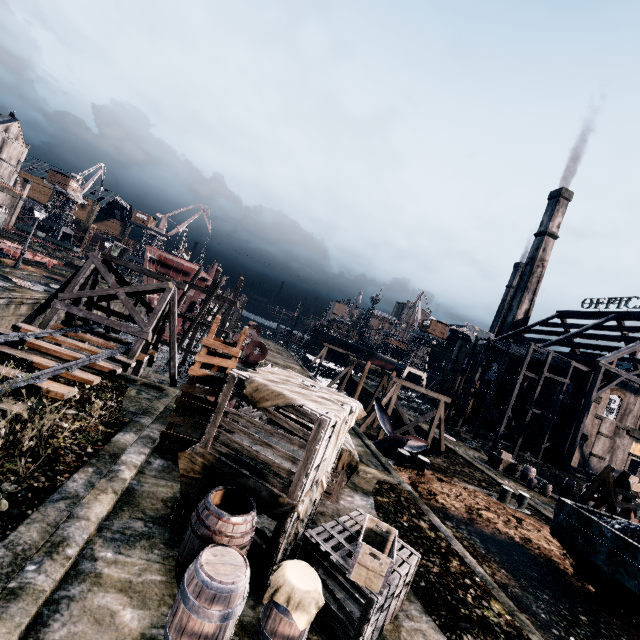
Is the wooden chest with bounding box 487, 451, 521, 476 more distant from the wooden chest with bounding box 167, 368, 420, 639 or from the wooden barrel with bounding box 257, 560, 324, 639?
the wooden barrel with bounding box 257, 560, 324, 639

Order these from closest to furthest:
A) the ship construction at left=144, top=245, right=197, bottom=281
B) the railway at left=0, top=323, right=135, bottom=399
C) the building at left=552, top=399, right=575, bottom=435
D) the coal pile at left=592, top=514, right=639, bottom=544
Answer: the railway at left=0, top=323, right=135, bottom=399
the coal pile at left=592, top=514, right=639, bottom=544
the ship construction at left=144, top=245, right=197, bottom=281
the building at left=552, top=399, right=575, bottom=435

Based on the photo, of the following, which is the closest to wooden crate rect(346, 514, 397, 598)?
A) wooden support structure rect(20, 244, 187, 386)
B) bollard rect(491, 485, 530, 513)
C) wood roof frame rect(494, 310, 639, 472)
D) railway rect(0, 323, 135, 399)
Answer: railway rect(0, 323, 135, 399)

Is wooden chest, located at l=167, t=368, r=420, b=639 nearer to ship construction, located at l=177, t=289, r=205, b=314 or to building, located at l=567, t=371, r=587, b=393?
building, located at l=567, t=371, r=587, b=393

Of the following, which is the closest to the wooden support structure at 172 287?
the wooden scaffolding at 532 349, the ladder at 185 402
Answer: the ladder at 185 402

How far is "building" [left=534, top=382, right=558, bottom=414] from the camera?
39.8 meters

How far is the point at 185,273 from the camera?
37.8 meters

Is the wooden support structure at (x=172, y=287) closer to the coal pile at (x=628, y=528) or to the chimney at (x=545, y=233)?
the coal pile at (x=628, y=528)
